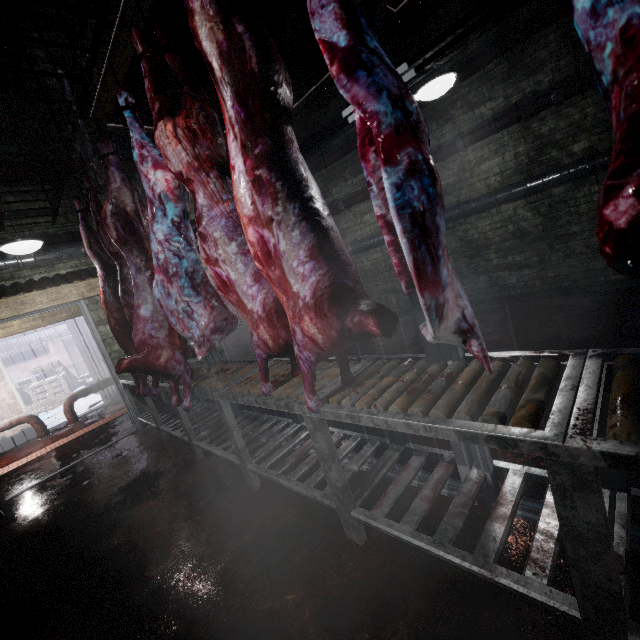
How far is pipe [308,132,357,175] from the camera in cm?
527

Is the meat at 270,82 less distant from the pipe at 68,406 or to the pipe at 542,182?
the pipe at 542,182

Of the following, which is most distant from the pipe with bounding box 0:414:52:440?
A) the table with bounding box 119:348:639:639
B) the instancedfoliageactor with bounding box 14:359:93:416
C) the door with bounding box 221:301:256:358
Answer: the door with bounding box 221:301:256:358

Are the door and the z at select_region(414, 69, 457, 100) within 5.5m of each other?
yes

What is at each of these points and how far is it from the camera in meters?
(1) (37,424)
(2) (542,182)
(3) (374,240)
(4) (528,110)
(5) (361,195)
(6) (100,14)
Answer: (1) pipe, 5.8 m
(2) pipe, 3.9 m
(3) pipe, 5.7 m
(4) pipe, 3.7 m
(5) pipe, 5.5 m
(6) rig, 1.6 m

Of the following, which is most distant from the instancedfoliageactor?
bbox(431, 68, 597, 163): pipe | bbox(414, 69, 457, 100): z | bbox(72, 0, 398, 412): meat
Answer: bbox(414, 69, 457, 100): z

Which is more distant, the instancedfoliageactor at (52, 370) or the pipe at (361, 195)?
the instancedfoliageactor at (52, 370)

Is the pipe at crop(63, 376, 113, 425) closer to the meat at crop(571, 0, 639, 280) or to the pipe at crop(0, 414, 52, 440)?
the pipe at crop(0, 414, 52, 440)
